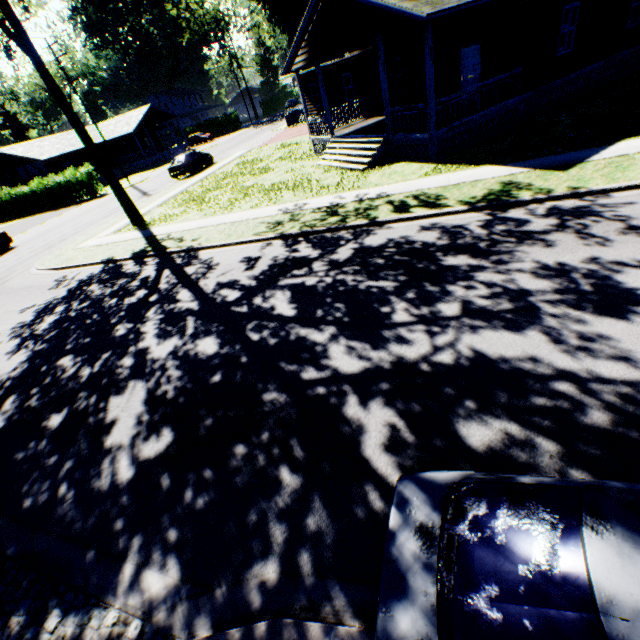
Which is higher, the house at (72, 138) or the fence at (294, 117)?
the house at (72, 138)

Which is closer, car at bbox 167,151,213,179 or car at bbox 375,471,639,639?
car at bbox 375,471,639,639

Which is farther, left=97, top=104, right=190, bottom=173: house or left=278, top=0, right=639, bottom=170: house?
left=97, top=104, right=190, bottom=173: house

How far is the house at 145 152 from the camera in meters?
43.3

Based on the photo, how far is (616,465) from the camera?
3.3 meters

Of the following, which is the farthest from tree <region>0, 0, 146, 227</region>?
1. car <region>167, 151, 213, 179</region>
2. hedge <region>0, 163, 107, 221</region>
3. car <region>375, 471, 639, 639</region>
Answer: hedge <region>0, 163, 107, 221</region>

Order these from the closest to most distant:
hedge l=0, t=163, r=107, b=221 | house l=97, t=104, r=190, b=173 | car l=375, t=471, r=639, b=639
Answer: car l=375, t=471, r=639, b=639
hedge l=0, t=163, r=107, b=221
house l=97, t=104, r=190, b=173

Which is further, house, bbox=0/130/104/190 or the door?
house, bbox=0/130/104/190
